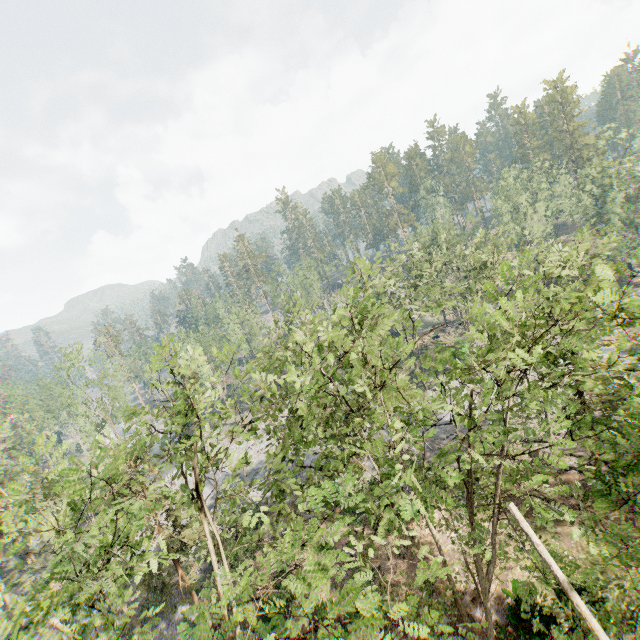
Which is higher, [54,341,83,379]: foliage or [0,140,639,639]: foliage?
[54,341,83,379]: foliage

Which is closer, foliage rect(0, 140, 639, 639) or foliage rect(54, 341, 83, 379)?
foliage rect(0, 140, 639, 639)

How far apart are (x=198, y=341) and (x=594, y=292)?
57.1 meters

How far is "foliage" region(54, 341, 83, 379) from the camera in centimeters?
3894cm

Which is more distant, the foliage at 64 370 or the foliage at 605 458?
the foliage at 64 370

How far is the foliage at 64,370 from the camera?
38.9 meters
